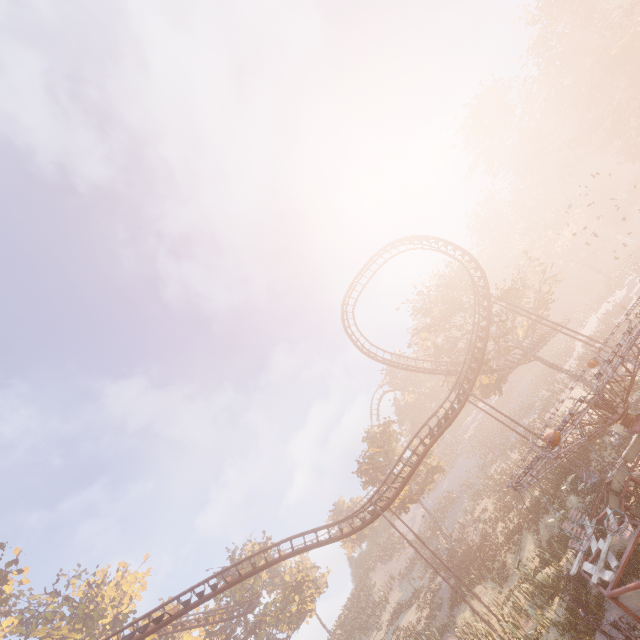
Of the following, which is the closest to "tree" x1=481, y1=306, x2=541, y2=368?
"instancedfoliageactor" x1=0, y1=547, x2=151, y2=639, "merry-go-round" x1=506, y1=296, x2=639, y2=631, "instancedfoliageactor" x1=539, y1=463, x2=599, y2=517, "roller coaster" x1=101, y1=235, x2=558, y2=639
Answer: "roller coaster" x1=101, y1=235, x2=558, y2=639

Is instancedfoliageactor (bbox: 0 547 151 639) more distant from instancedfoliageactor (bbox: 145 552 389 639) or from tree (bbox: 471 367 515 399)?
tree (bbox: 471 367 515 399)

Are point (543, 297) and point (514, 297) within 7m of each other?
yes

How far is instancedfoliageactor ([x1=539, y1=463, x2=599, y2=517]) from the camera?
18.09m

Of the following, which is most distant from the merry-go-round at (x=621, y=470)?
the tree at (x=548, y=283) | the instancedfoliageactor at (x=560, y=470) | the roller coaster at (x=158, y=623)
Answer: the tree at (x=548, y=283)

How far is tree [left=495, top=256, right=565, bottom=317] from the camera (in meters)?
31.52

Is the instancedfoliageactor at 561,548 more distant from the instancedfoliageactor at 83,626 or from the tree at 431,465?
the tree at 431,465
